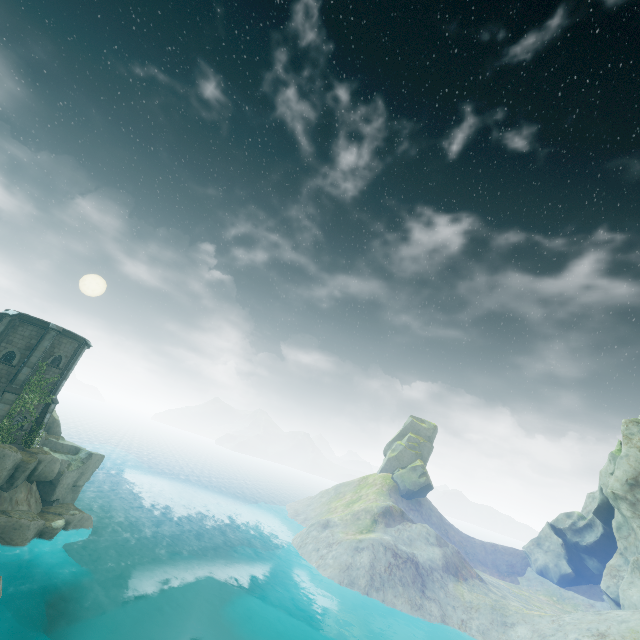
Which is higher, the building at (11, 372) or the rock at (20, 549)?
the building at (11, 372)

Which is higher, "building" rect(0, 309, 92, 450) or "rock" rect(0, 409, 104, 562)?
"building" rect(0, 309, 92, 450)

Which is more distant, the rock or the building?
the building

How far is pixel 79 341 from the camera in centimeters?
2972cm

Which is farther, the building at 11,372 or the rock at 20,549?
the building at 11,372
